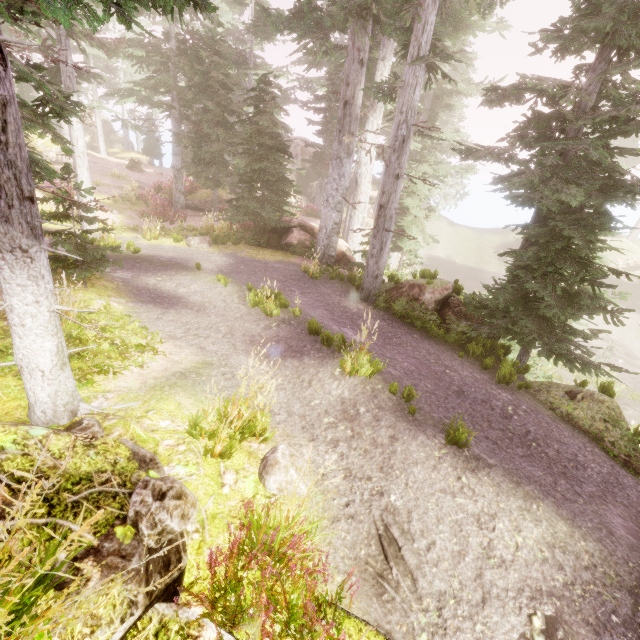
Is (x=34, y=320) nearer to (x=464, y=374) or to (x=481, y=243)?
(x=464, y=374)

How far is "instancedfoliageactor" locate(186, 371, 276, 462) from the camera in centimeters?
357cm

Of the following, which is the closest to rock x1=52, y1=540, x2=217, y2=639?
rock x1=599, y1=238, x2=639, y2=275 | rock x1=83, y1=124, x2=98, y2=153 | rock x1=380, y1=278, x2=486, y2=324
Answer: rock x1=380, y1=278, x2=486, y2=324

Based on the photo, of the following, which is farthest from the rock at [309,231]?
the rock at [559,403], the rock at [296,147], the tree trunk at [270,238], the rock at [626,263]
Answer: the rock at [626,263]

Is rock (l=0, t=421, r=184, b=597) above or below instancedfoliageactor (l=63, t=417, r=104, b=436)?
above

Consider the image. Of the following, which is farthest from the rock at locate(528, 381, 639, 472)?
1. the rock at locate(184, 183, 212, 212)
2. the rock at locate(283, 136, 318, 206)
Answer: the rock at locate(283, 136, 318, 206)

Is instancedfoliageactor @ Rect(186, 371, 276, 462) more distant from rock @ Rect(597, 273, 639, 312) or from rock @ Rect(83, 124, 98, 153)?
rock @ Rect(83, 124, 98, 153)

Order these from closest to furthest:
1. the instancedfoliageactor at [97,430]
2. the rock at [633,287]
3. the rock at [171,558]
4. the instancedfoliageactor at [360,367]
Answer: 1. the rock at [171,558]
2. the instancedfoliageactor at [97,430]
3. the instancedfoliageactor at [360,367]
4. the rock at [633,287]
